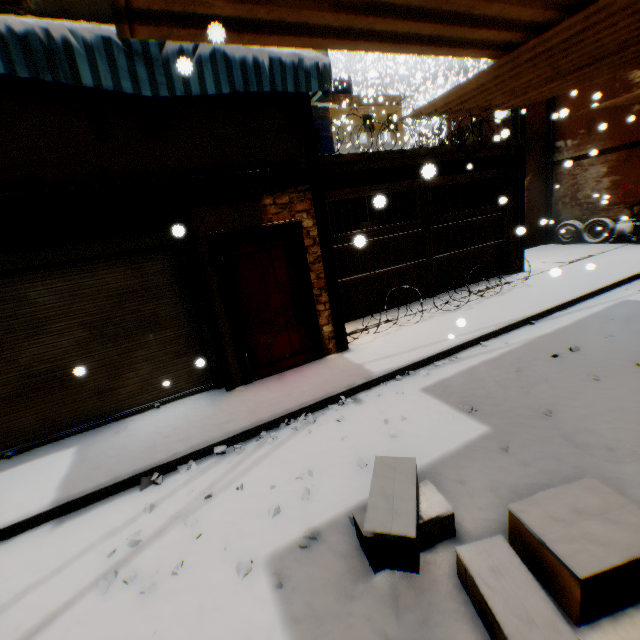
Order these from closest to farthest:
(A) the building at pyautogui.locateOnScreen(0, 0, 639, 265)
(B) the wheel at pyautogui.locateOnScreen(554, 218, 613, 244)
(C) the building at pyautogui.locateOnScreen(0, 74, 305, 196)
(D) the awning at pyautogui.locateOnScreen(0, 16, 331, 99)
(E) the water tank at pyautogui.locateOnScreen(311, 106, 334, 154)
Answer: (A) the building at pyautogui.locateOnScreen(0, 0, 639, 265) → (D) the awning at pyautogui.locateOnScreen(0, 16, 331, 99) → (C) the building at pyautogui.locateOnScreen(0, 74, 305, 196) → (E) the water tank at pyautogui.locateOnScreen(311, 106, 334, 154) → (B) the wheel at pyautogui.locateOnScreen(554, 218, 613, 244)

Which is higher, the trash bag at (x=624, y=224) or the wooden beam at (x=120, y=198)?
the wooden beam at (x=120, y=198)

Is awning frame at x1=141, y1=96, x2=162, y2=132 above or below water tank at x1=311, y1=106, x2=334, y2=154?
below

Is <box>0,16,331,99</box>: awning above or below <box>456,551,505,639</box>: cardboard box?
above

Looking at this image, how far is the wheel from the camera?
11.80m

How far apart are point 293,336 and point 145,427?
2.66m

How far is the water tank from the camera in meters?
10.2

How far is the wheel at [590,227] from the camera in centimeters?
1180cm
